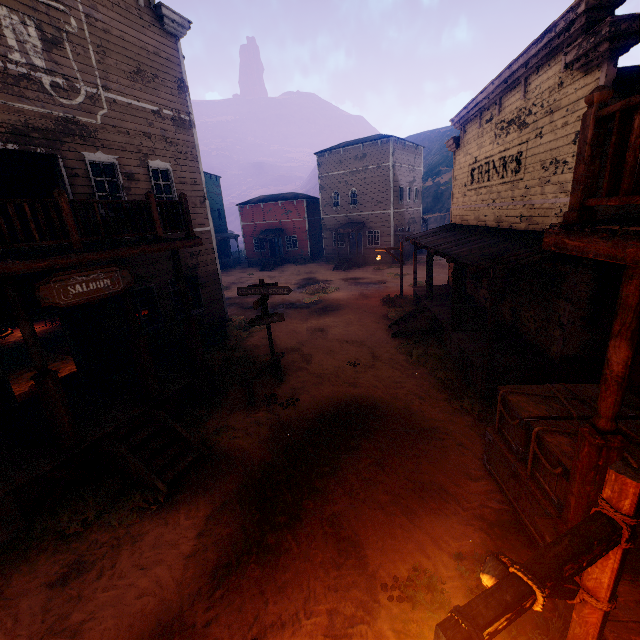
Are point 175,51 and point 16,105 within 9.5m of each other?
yes

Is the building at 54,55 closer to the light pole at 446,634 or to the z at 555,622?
the z at 555,622

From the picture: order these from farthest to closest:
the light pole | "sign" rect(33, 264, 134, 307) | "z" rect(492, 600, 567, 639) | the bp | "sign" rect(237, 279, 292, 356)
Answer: "sign" rect(237, 279, 292, 356), the bp, "sign" rect(33, 264, 134, 307), "z" rect(492, 600, 567, 639), the light pole

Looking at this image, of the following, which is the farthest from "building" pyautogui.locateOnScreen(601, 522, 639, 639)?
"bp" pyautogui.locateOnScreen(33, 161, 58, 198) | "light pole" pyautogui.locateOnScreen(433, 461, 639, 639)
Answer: "light pole" pyautogui.locateOnScreen(433, 461, 639, 639)

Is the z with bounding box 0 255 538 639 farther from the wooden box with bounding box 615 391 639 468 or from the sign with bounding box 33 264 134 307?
the sign with bounding box 33 264 134 307

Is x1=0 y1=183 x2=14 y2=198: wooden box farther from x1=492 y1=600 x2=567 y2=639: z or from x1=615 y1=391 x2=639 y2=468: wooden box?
x1=615 y1=391 x2=639 y2=468: wooden box

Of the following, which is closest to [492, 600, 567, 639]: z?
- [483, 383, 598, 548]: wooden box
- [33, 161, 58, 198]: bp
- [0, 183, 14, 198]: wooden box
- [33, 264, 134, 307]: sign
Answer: [483, 383, 598, 548]: wooden box

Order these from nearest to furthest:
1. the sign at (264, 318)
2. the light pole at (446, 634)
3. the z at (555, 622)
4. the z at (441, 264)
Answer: the light pole at (446, 634) → the z at (555, 622) → the sign at (264, 318) → the z at (441, 264)
